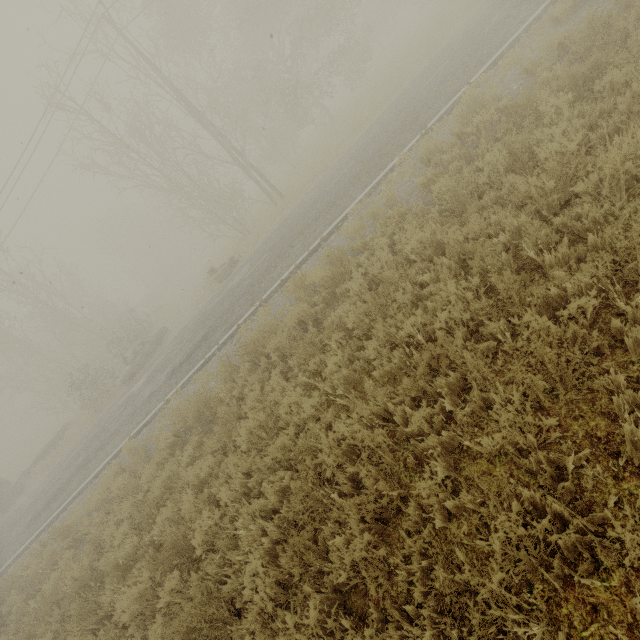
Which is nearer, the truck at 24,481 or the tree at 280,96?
the tree at 280,96

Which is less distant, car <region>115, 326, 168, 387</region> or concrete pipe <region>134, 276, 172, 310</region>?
car <region>115, 326, 168, 387</region>

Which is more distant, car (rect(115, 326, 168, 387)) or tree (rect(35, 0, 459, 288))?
car (rect(115, 326, 168, 387))

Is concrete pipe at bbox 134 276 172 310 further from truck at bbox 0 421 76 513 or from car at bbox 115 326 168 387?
car at bbox 115 326 168 387

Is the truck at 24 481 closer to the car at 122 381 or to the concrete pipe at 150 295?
the car at 122 381

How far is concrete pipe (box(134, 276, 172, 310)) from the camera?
40.5 meters

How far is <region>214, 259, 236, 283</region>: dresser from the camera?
18.03m

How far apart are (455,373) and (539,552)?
1.7 meters
